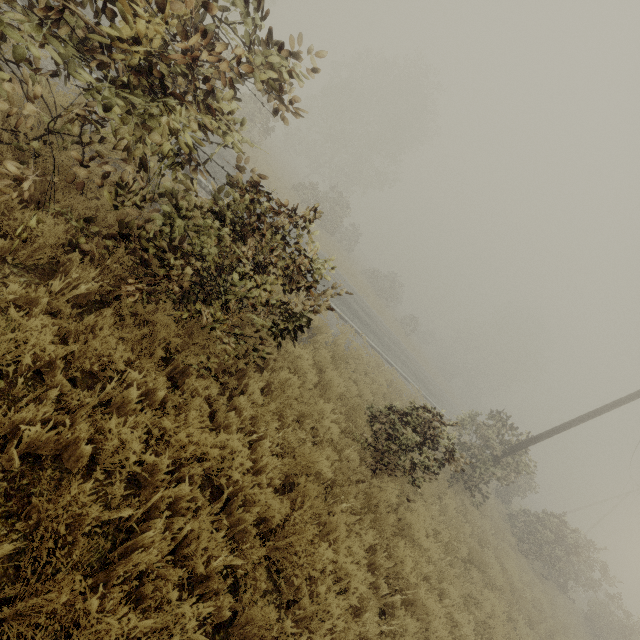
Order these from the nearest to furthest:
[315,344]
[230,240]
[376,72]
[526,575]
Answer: [230,240]
[315,344]
[526,575]
[376,72]
